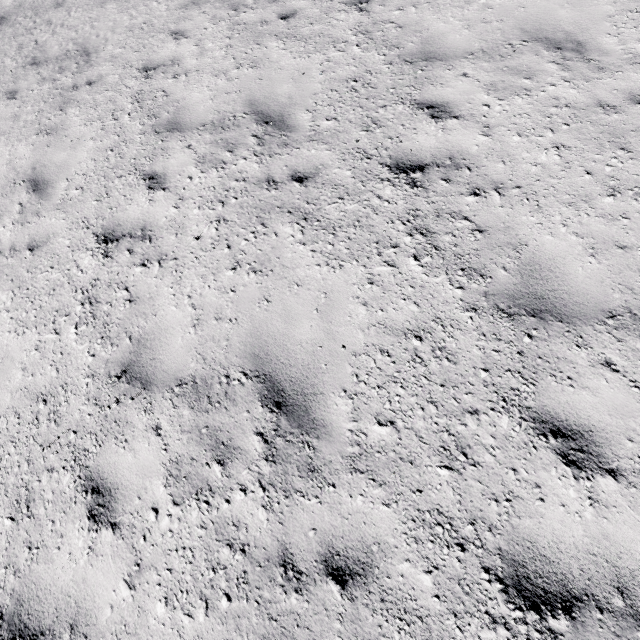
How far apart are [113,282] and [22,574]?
3.0m
